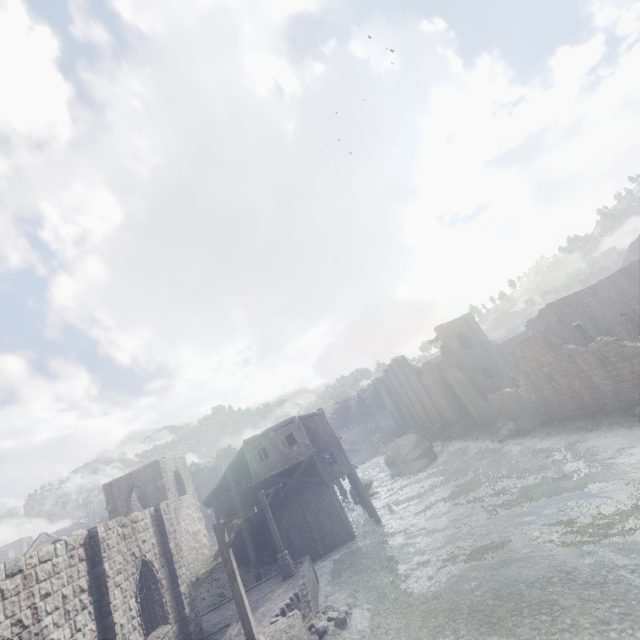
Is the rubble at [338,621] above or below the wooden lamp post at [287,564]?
below

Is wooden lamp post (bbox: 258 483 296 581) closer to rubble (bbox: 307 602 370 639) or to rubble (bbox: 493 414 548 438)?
rubble (bbox: 307 602 370 639)

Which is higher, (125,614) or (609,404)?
(125,614)

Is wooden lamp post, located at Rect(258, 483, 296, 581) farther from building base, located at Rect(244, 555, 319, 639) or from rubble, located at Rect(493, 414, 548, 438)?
rubble, located at Rect(493, 414, 548, 438)

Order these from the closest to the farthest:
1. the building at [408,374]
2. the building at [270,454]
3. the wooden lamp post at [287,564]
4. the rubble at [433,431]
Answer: the wooden lamp post at [287,564] < the building at [408,374] < the building at [270,454] < the rubble at [433,431]

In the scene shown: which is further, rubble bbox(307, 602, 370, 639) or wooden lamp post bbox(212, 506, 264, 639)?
rubble bbox(307, 602, 370, 639)

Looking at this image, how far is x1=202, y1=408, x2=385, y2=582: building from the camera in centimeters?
2409cm

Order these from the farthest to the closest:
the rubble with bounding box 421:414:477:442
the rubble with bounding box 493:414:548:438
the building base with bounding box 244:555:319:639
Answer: the rubble with bounding box 421:414:477:442 < the rubble with bounding box 493:414:548:438 < the building base with bounding box 244:555:319:639
